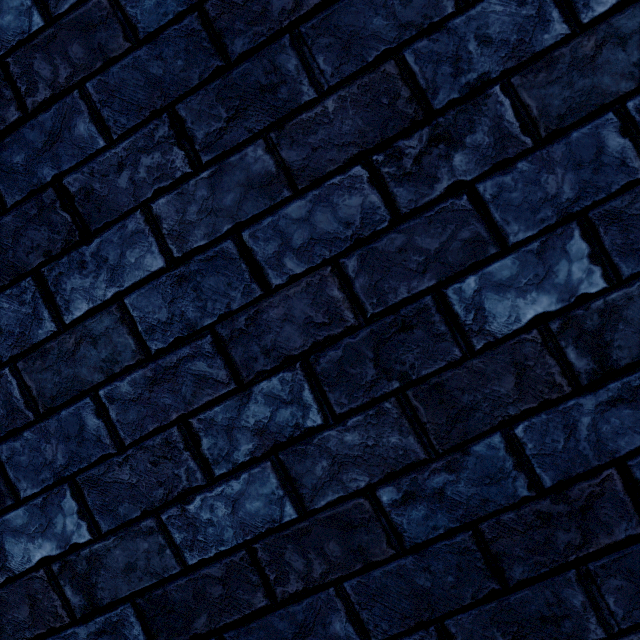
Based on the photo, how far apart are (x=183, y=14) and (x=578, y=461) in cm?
150
